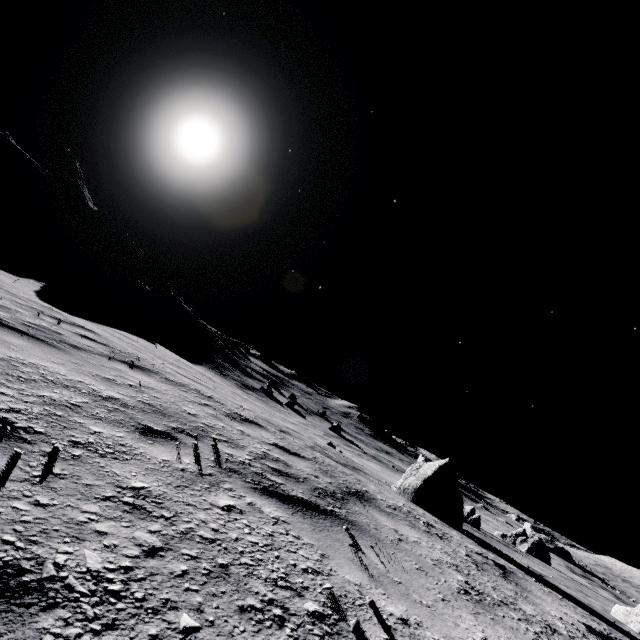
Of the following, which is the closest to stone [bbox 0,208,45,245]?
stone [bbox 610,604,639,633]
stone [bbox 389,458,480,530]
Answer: stone [bbox 389,458,480,530]

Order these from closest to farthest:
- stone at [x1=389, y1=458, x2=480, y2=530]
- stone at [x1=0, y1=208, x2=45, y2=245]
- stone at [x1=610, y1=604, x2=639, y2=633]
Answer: stone at [x1=610, y1=604, x2=639, y2=633]
stone at [x1=389, y1=458, x2=480, y2=530]
stone at [x1=0, y1=208, x2=45, y2=245]

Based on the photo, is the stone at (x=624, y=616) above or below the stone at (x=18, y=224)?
below

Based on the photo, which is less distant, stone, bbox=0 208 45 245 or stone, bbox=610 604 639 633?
stone, bbox=610 604 639 633

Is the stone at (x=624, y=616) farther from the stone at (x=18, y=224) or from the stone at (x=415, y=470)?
the stone at (x=18, y=224)

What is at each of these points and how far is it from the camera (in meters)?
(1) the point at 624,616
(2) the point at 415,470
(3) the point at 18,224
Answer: (1) stone, 5.98
(2) stone, 7.39
(3) stone, 29.66

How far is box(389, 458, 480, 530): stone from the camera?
6.70m
